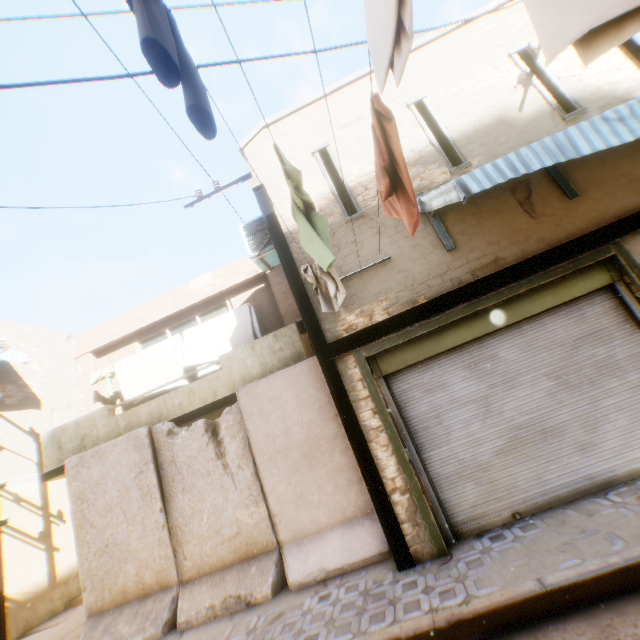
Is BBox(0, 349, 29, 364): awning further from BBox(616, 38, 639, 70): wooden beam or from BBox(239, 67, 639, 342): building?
BBox(616, 38, 639, 70): wooden beam

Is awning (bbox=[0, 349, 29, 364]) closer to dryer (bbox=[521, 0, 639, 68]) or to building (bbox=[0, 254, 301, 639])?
building (bbox=[0, 254, 301, 639])

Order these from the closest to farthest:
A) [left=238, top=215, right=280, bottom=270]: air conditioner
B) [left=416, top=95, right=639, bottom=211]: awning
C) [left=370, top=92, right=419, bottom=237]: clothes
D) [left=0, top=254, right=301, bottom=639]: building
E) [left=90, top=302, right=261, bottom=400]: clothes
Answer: [left=370, top=92, right=419, bottom=237]: clothes, [left=416, top=95, right=639, bottom=211]: awning, [left=238, top=215, right=280, bottom=270]: air conditioner, [left=90, top=302, right=261, bottom=400]: clothes, [left=0, top=254, right=301, bottom=639]: building

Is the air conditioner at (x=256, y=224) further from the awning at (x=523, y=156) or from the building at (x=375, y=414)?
the awning at (x=523, y=156)

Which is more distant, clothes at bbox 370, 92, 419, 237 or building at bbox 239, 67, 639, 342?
building at bbox 239, 67, 639, 342

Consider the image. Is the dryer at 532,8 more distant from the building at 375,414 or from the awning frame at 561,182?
the awning frame at 561,182

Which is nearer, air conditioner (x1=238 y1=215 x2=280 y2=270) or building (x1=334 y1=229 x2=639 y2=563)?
building (x1=334 y1=229 x2=639 y2=563)

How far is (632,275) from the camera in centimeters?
464cm
